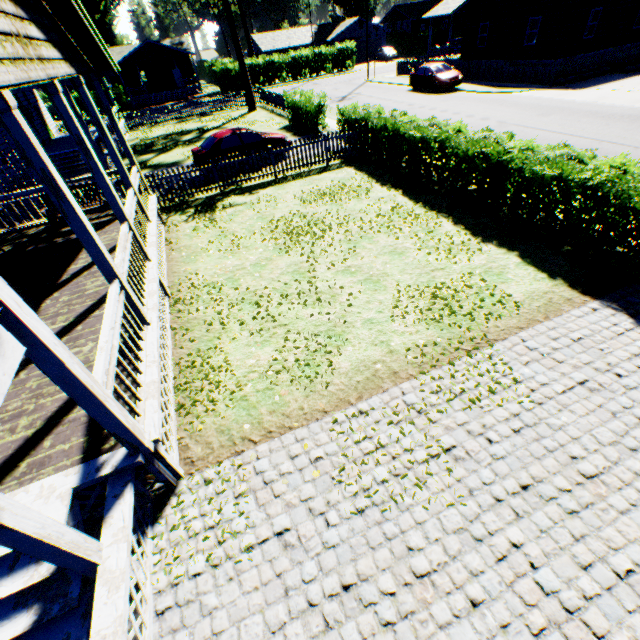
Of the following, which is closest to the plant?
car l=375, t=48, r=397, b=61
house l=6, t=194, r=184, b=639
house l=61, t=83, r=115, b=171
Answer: car l=375, t=48, r=397, b=61

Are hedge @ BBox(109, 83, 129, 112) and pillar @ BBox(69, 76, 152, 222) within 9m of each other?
no

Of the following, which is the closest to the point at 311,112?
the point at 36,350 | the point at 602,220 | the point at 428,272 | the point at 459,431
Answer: the point at 428,272

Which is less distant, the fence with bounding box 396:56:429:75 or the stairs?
the stairs

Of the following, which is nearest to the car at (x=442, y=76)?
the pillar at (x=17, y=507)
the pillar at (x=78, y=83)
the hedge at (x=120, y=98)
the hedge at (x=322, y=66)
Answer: the hedge at (x=322, y=66)

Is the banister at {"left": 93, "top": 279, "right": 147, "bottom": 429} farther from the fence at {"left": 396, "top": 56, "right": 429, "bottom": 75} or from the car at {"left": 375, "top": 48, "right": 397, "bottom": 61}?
the car at {"left": 375, "top": 48, "right": 397, "bottom": 61}

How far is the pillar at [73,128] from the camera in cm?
533

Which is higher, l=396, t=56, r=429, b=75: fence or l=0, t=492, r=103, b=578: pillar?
l=0, t=492, r=103, b=578: pillar
